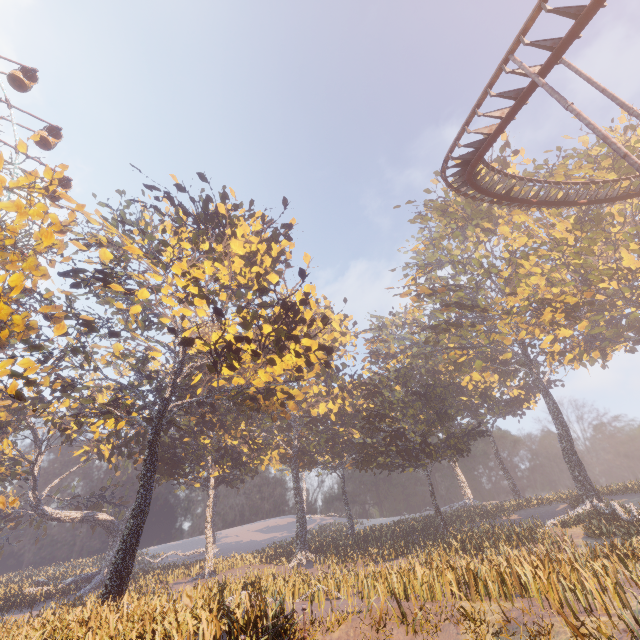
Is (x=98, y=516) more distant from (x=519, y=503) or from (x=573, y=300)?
(x=573, y=300)

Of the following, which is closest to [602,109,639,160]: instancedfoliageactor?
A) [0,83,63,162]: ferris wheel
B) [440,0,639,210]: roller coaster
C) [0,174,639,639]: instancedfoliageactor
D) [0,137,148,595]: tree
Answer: [440,0,639,210]: roller coaster

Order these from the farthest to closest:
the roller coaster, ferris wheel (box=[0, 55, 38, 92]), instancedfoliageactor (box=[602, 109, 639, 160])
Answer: ferris wheel (box=[0, 55, 38, 92]), instancedfoliageactor (box=[602, 109, 639, 160]), the roller coaster

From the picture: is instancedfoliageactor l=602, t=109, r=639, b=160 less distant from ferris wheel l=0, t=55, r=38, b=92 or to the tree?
the tree

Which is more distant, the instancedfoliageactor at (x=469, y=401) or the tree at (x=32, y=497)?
the instancedfoliageactor at (x=469, y=401)

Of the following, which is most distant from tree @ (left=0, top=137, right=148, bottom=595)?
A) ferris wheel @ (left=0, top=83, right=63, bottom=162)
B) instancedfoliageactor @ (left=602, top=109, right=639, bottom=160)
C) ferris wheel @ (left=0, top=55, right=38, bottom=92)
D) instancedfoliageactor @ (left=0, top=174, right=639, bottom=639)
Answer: instancedfoliageactor @ (left=602, top=109, right=639, bottom=160)

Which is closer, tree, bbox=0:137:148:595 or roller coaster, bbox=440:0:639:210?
tree, bbox=0:137:148:595

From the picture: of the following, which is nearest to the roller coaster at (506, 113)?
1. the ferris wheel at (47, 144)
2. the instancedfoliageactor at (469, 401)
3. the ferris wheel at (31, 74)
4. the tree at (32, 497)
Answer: the instancedfoliageactor at (469, 401)
